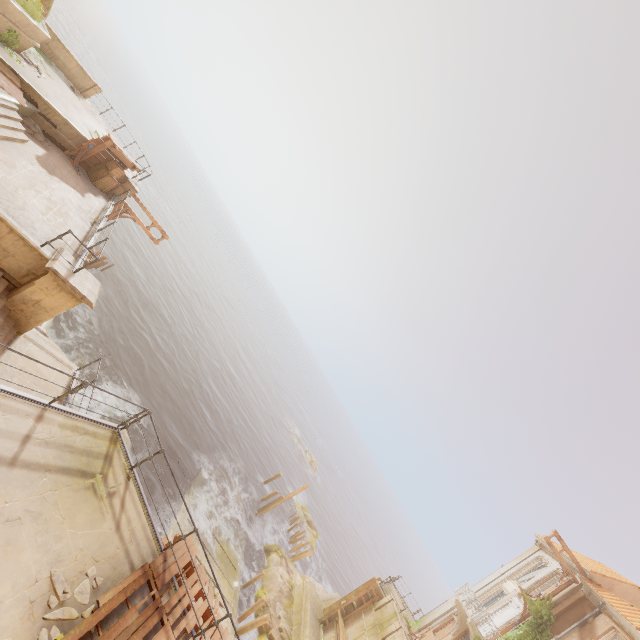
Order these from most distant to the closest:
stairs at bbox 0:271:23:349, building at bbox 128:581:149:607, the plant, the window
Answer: the window, the plant, stairs at bbox 0:271:23:349, building at bbox 128:581:149:607

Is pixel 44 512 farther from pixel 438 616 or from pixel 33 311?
pixel 438 616

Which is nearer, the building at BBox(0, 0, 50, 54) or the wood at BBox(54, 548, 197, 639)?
the wood at BBox(54, 548, 197, 639)

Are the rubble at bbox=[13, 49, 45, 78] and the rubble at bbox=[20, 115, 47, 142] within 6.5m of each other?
yes

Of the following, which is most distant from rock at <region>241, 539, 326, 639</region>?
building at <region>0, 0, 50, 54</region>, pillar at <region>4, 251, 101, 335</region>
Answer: pillar at <region>4, 251, 101, 335</region>

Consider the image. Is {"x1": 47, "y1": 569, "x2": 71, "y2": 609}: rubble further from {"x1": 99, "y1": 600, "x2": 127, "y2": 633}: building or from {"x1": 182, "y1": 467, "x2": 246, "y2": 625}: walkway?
{"x1": 182, "y1": 467, "x2": 246, "y2": 625}: walkway

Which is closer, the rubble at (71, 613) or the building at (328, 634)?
the rubble at (71, 613)

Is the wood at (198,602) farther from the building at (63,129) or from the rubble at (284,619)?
the rubble at (284,619)
